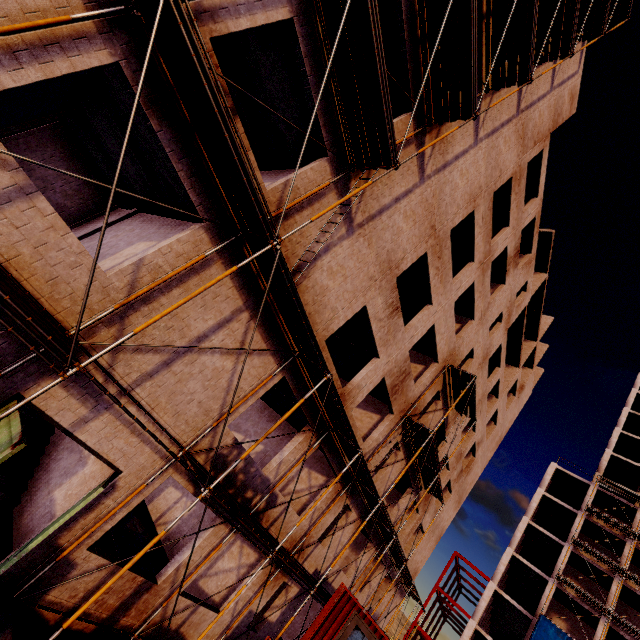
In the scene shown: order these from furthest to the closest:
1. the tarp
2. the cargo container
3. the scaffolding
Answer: the tarp, the cargo container, the scaffolding

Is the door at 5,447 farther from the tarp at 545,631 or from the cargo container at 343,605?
the tarp at 545,631

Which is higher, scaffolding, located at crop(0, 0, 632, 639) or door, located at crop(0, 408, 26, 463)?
scaffolding, located at crop(0, 0, 632, 639)

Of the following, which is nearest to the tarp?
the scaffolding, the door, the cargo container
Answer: the scaffolding

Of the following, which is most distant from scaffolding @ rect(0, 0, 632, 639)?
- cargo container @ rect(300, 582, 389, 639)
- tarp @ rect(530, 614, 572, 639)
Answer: tarp @ rect(530, 614, 572, 639)

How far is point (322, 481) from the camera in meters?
14.6

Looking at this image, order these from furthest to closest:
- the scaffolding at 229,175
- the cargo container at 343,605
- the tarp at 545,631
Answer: the tarp at 545,631, the cargo container at 343,605, the scaffolding at 229,175
